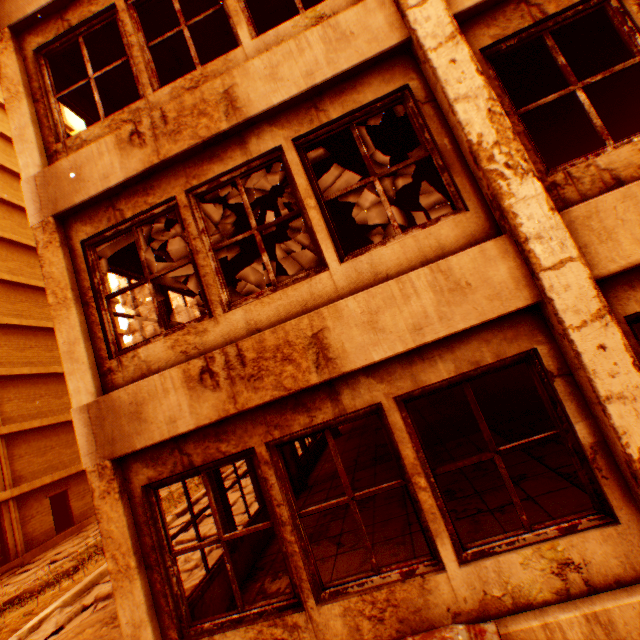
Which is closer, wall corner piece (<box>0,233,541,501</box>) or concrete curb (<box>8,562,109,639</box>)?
wall corner piece (<box>0,233,541,501</box>)

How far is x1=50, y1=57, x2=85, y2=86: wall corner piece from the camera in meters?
5.0 m

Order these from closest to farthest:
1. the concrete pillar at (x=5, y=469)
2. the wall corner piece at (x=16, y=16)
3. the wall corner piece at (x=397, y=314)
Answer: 1. the wall corner piece at (x=397, y=314)
2. the wall corner piece at (x=16, y=16)
3. the concrete pillar at (x=5, y=469)

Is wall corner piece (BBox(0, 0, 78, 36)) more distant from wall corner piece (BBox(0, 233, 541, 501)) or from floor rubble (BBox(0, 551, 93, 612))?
floor rubble (BBox(0, 551, 93, 612))

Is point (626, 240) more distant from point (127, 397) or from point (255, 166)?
point (127, 397)

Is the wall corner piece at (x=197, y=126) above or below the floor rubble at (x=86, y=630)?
above

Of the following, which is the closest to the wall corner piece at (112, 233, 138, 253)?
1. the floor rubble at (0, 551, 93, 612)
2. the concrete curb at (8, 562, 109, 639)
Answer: the concrete curb at (8, 562, 109, 639)

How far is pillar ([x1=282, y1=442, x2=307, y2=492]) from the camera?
7.9m
